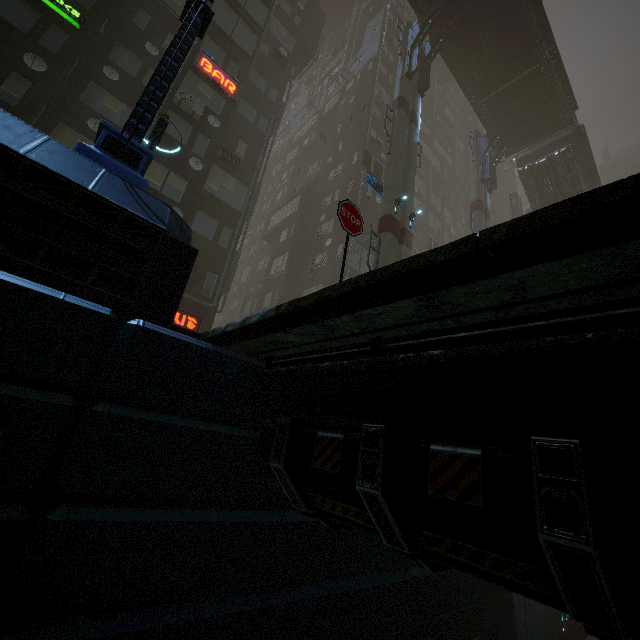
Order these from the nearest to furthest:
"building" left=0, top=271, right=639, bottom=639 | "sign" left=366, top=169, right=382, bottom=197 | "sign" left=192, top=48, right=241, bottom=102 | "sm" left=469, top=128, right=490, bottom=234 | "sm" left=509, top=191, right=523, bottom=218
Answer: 1. "building" left=0, top=271, right=639, bottom=639
2. "sign" left=192, top=48, right=241, bottom=102
3. "sign" left=366, top=169, right=382, bottom=197
4. "sm" left=469, top=128, right=490, bottom=234
5. "sm" left=509, top=191, right=523, bottom=218

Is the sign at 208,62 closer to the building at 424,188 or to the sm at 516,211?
the building at 424,188

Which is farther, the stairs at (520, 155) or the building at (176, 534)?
the stairs at (520, 155)

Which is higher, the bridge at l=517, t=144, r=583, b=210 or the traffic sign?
the bridge at l=517, t=144, r=583, b=210

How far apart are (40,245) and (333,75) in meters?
41.5

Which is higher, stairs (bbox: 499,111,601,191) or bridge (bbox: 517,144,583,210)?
stairs (bbox: 499,111,601,191)

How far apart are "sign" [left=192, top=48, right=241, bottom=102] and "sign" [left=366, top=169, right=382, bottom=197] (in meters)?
8.08

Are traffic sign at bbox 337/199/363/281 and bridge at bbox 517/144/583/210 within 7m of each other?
no
